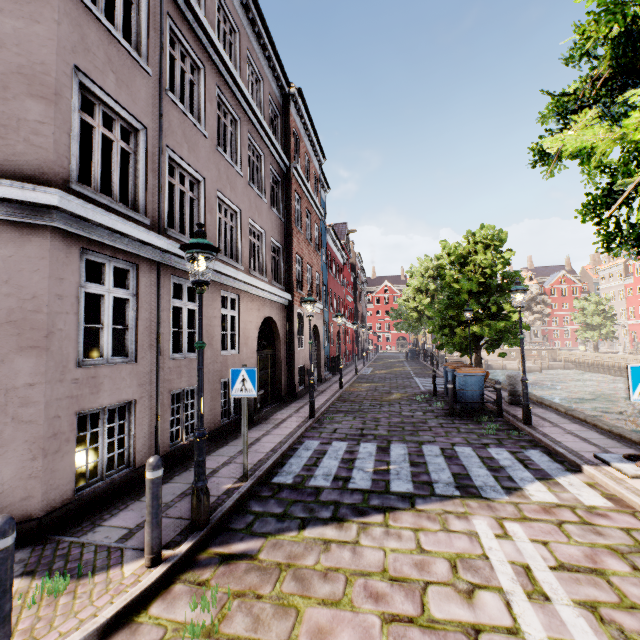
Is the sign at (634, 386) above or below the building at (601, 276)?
below

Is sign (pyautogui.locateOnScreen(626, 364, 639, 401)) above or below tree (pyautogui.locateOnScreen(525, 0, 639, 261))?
below

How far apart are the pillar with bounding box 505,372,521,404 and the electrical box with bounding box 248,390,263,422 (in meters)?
8.52

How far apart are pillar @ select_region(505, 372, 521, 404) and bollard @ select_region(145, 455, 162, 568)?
11.4m

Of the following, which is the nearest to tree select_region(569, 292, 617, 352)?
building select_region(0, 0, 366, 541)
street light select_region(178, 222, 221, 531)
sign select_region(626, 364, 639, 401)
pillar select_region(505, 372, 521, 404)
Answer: street light select_region(178, 222, 221, 531)

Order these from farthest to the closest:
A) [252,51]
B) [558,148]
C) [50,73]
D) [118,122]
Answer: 1. [252,51]
2. [118,122]
3. [50,73]
4. [558,148]

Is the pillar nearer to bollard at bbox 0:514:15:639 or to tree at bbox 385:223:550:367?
tree at bbox 385:223:550:367

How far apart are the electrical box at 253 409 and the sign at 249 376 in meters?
4.1 m
